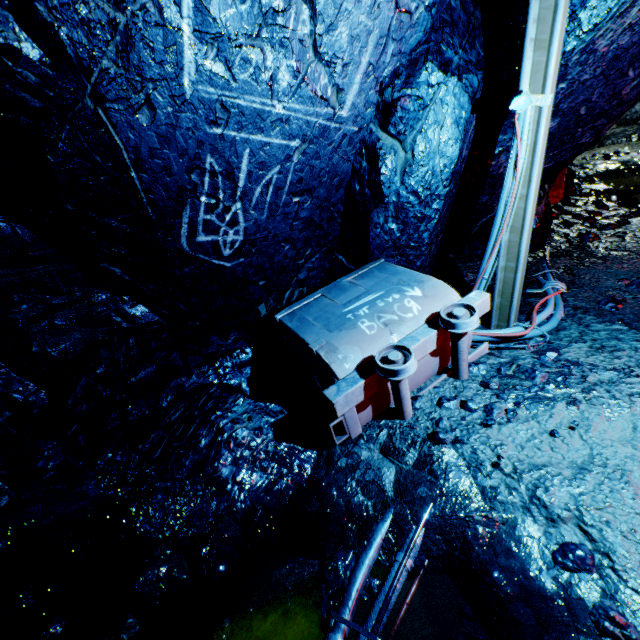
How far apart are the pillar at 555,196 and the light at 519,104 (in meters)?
5.06

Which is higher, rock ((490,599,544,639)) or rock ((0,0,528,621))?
rock ((0,0,528,621))

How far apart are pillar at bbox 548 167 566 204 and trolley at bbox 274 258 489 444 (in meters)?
5.12

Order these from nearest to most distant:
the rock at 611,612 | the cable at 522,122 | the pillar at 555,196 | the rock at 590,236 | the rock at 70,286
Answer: the rock at 611,612
the rock at 70,286
the cable at 522,122
the rock at 590,236
the pillar at 555,196

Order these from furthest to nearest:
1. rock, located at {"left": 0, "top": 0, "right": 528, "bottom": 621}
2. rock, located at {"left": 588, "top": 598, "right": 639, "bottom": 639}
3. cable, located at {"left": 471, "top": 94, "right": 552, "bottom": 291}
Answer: cable, located at {"left": 471, "top": 94, "right": 552, "bottom": 291} → rock, located at {"left": 0, "top": 0, "right": 528, "bottom": 621} → rock, located at {"left": 588, "top": 598, "right": 639, "bottom": 639}

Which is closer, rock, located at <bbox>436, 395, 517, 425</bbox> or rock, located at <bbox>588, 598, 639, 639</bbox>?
rock, located at <bbox>588, 598, 639, 639</bbox>

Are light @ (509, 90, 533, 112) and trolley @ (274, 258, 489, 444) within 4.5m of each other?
yes

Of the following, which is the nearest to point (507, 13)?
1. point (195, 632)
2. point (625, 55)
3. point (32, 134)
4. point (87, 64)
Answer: point (625, 55)
